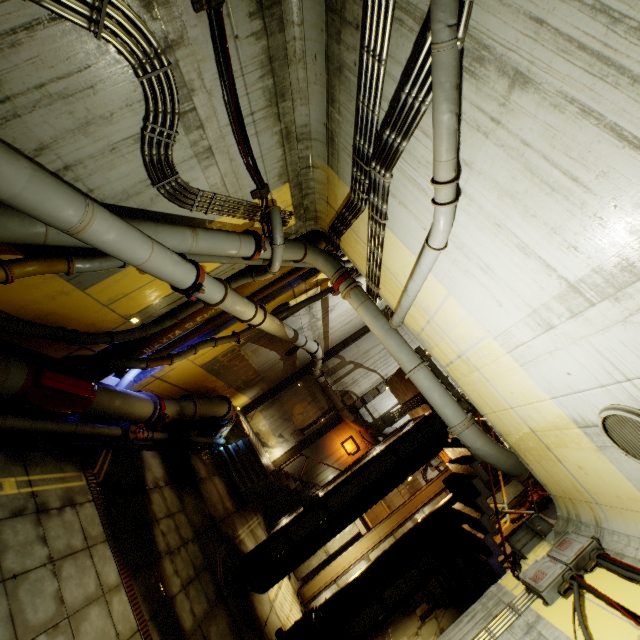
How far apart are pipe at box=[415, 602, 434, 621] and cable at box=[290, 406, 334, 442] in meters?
8.4 m

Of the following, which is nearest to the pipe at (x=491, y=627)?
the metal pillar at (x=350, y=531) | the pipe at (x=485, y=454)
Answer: the pipe at (x=485, y=454)

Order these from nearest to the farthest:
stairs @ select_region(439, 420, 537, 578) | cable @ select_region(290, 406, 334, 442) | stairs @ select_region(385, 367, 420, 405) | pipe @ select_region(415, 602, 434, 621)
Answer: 1. stairs @ select_region(439, 420, 537, 578)
2. pipe @ select_region(415, 602, 434, 621)
3. stairs @ select_region(385, 367, 420, 405)
4. cable @ select_region(290, 406, 334, 442)

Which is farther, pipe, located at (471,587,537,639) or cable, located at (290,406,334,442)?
cable, located at (290,406,334,442)

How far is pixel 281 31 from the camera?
4.44m

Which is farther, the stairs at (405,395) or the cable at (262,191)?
the stairs at (405,395)

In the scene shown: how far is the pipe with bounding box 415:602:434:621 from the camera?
12.1m

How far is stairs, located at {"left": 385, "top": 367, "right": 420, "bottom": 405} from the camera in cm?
1262
